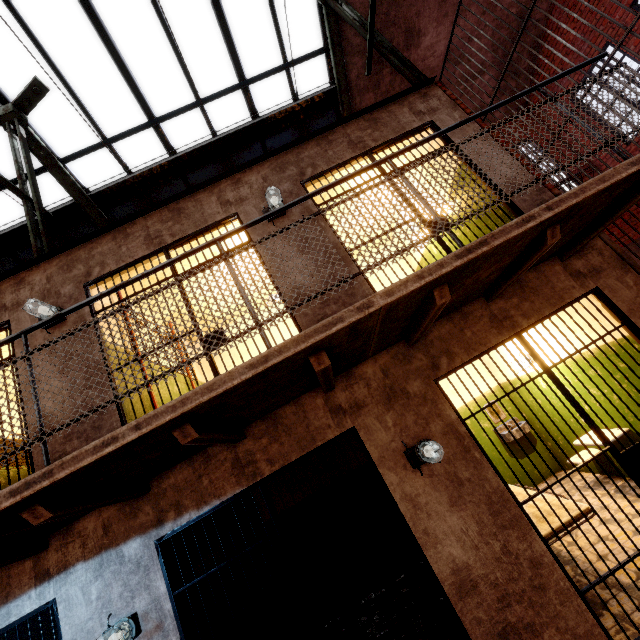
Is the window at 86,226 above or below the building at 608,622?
above

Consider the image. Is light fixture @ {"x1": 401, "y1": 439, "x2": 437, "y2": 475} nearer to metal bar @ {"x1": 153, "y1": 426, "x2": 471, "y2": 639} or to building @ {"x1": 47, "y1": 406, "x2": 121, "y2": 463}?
metal bar @ {"x1": 153, "y1": 426, "x2": 471, "y2": 639}

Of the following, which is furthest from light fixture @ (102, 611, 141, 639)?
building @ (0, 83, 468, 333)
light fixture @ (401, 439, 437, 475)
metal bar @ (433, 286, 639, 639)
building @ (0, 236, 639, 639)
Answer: metal bar @ (433, 286, 639, 639)

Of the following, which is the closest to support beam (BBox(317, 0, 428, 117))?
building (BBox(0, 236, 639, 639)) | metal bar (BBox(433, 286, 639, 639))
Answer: building (BBox(0, 236, 639, 639))

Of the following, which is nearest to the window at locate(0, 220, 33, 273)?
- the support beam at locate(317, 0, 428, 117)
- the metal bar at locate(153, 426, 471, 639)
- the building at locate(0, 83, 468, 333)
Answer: the support beam at locate(317, 0, 428, 117)

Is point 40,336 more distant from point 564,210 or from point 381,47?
point 381,47

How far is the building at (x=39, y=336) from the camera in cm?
370

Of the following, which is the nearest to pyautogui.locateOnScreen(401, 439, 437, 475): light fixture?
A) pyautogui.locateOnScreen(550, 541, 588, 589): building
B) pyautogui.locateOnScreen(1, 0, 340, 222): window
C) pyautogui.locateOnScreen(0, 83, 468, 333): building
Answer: pyautogui.locateOnScreen(0, 83, 468, 333): building
